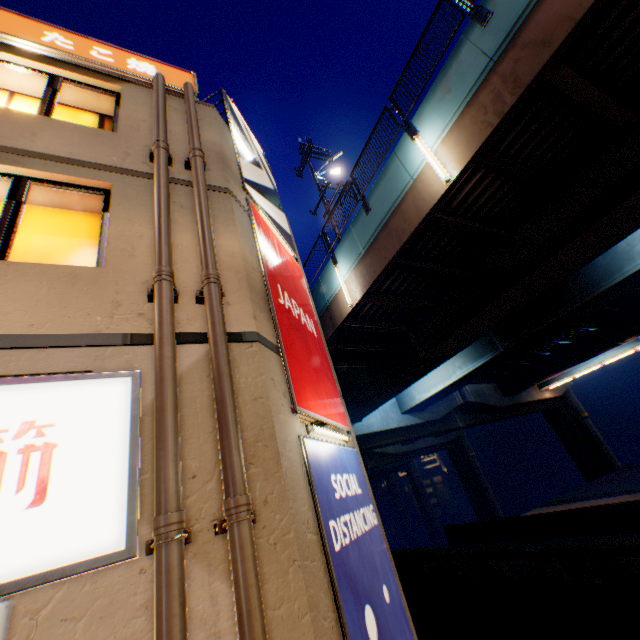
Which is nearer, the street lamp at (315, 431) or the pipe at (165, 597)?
the pipe at (165, 597)

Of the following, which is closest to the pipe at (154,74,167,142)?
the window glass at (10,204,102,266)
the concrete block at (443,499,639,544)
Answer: the window glass at (10,204,102,266)

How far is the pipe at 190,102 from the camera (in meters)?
5.46

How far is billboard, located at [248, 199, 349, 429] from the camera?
4.8 meters

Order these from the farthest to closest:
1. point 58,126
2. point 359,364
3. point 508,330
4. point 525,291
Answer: point 359,364 → point 508,330 → point 525,291 → point 58,126

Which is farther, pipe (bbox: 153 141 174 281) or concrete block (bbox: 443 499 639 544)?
concrete block (bbox: 443 499 639 544)

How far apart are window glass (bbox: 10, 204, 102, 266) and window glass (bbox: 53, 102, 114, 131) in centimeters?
146cm

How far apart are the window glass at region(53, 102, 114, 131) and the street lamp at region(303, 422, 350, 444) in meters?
5.8
